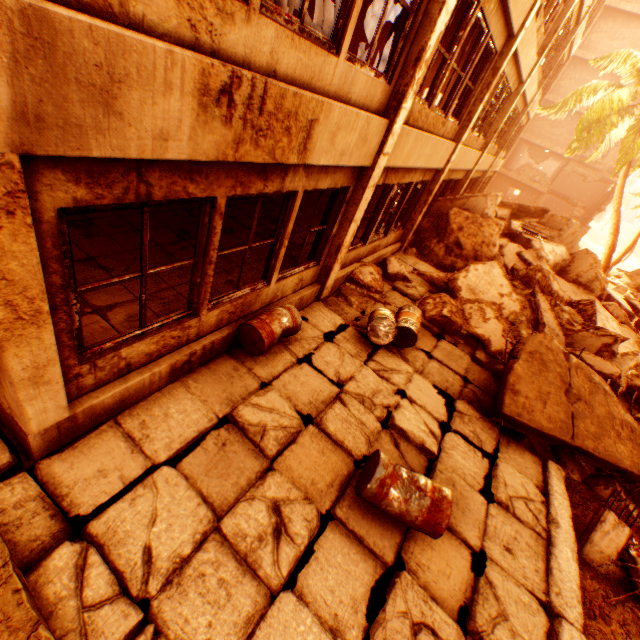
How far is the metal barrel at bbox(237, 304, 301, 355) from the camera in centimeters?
465cm

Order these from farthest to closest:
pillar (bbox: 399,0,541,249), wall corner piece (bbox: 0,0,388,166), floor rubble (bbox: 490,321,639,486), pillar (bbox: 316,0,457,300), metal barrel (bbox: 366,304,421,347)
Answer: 1. pillar (bbox: 399,0,541,249)
2. metal barrel (bbox: 366,304,421,347)
3. floor rubble (bbox: 490,321,639,486)
4. pillar (bbox: 316,0,457,300)
5. wall corner piece (bbox: 0,0,388,166)

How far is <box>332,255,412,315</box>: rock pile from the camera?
7.5 meters

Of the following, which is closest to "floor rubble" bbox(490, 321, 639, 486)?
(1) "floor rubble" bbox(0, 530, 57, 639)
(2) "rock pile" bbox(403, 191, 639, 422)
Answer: (2) "rock pile" bbox(403, 191, 639, 422)

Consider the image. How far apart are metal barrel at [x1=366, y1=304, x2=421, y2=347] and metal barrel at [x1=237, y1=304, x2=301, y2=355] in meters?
1.3

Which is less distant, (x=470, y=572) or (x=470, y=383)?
(x=470, y=572)

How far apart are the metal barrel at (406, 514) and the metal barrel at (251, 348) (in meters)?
2.06

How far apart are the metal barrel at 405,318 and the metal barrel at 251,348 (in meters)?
1.32
